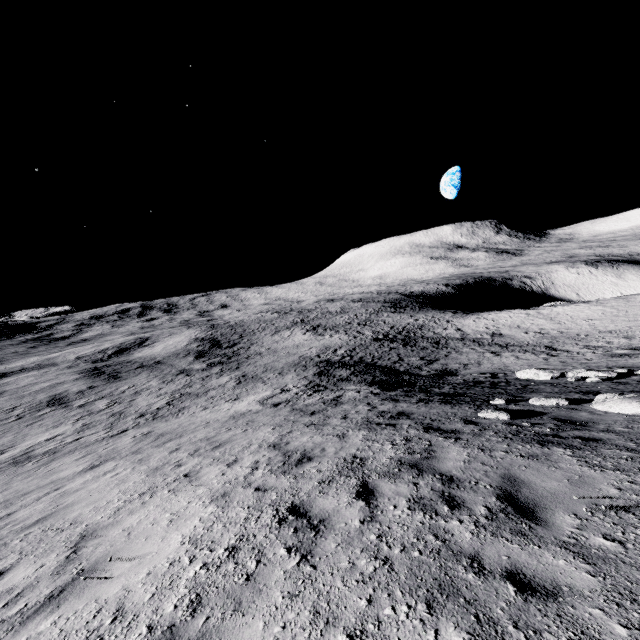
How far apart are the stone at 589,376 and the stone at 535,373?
0.8 meters

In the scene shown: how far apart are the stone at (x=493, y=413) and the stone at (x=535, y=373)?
8.21m

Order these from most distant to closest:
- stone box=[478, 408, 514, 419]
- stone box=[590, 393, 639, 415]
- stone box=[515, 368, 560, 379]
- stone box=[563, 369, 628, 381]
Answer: stone box=[515, 368, 560, 379], stone box=[563, 369, 628, 381], stone box=[478, 408, 514, 419], stone box=[590, 393, 639, 415]

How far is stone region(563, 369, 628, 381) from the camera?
12.05m

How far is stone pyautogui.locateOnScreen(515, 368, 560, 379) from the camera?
14.56m

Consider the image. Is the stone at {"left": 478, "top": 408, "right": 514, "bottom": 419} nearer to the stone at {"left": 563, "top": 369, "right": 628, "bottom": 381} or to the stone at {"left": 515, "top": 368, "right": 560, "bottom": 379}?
the stone at {"left": 563, "top": 369, "right": 628, "bottom": 381}

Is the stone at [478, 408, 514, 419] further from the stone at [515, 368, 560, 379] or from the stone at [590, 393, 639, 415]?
the stone at [515, 368, 560, 379]

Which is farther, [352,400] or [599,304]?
[599,304]
